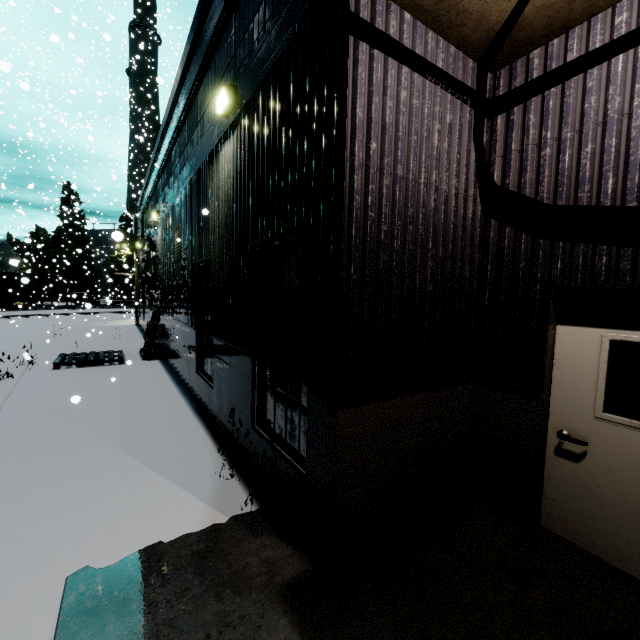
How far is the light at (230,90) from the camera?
4.7m

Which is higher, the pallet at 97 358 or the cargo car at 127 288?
the cargo car at 127 288

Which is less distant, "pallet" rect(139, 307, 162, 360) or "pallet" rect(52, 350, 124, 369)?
"pallet" rect(52, 350, 124, 369)

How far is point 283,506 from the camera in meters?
3.7

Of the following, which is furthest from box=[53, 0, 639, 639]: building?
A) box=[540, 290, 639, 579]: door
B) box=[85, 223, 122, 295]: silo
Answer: box=[85, 223, 122, 295]: silo

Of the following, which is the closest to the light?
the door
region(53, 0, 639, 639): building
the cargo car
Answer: region(53, 0, 639, 639): building

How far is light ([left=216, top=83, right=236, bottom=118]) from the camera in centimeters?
467cm

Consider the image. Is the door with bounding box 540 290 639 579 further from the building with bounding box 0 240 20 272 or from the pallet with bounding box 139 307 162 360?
the pallet with bounding box 139 307 162 360
